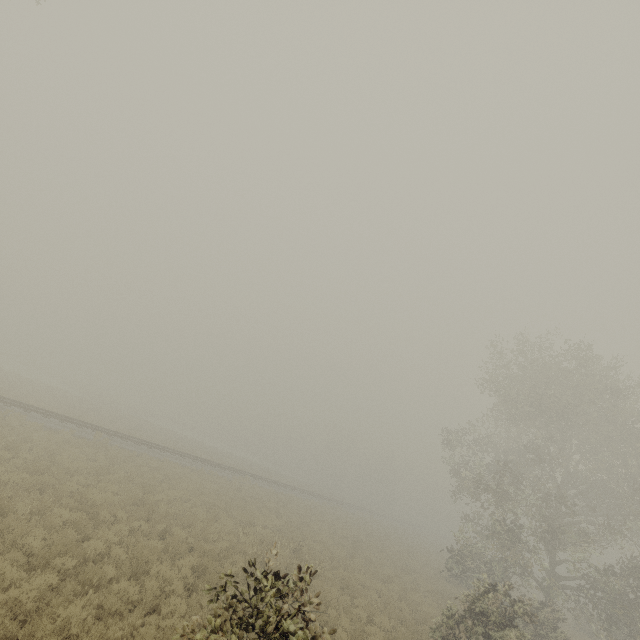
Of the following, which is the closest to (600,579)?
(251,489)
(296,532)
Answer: (296,532)
